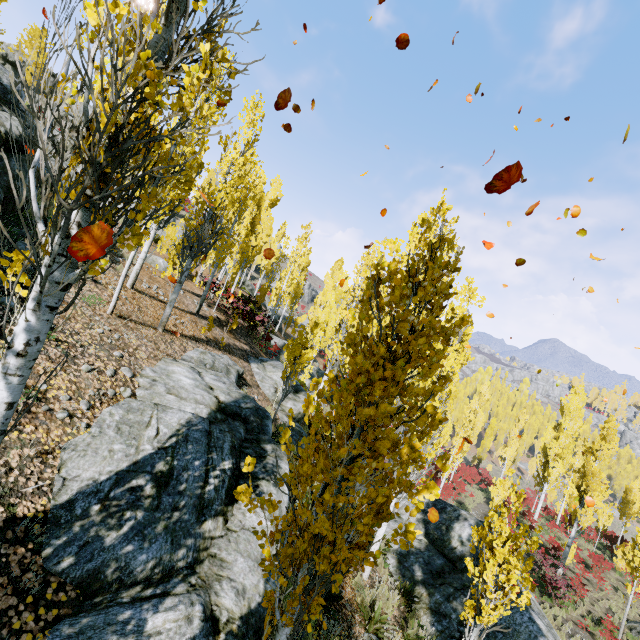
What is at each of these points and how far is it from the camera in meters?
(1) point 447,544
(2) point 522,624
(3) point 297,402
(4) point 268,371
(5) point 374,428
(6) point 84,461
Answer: (1) rock, 11.6 m
(2) rock, 8.7 m
(3) rock, 13.8 m
(4) rock, 15.0 m
(5) instancedfoliageactor, 2.4 m
(6) rock, 4.0 m

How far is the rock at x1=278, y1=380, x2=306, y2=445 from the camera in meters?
12.3 m

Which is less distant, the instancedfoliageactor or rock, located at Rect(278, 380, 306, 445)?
the instancedfoliageactor

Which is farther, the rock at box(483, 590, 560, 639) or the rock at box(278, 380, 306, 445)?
the rock at box(278, 380, 306, 445)

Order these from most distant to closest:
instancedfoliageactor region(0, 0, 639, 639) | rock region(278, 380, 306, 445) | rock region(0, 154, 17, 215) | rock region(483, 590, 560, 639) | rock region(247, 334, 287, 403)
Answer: rock region(247, 334, 287, 403) → rock region(278, 380, 306, 445) → rock region(483, 590, 560, 639) → rock region(0, 154, 17, 215) → instancedfoliageactor region(0, 0, 639, 639)

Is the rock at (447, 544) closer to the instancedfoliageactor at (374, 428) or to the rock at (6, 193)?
the instancedfoliageactor at (374, 428)

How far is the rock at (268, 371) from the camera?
13.3m
